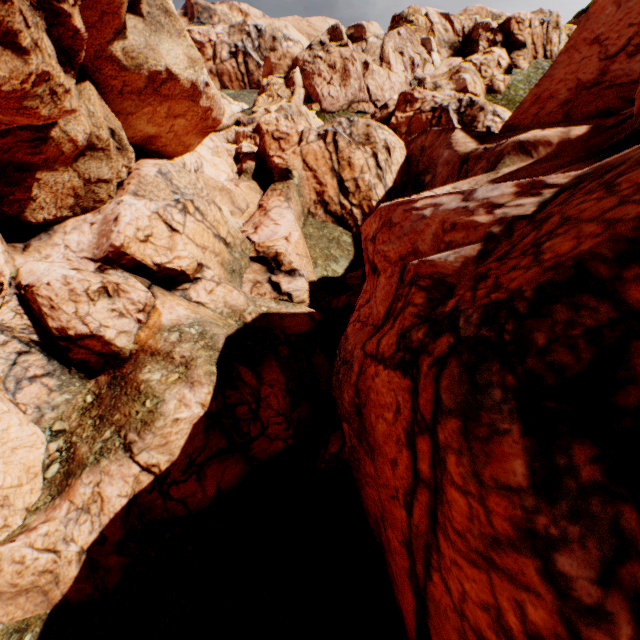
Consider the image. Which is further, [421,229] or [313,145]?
[313,145]
